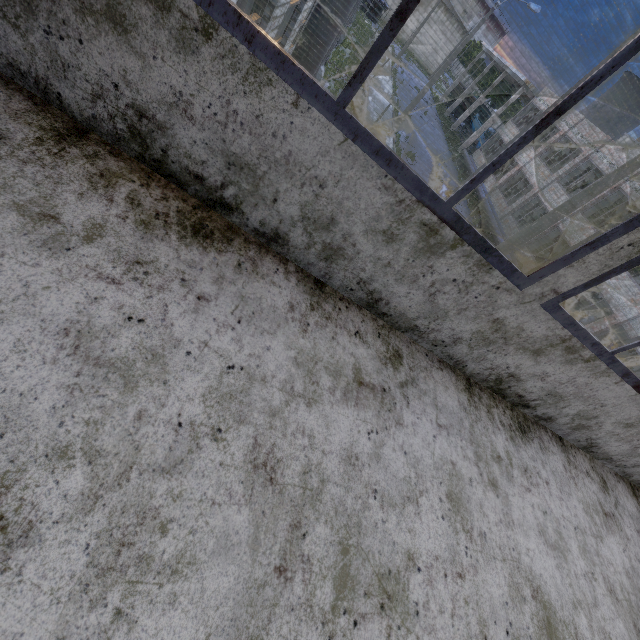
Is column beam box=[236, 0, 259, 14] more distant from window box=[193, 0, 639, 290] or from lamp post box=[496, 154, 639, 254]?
lamp post box=[496, 154, 639, 254]

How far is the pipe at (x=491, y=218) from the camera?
23.0 meters

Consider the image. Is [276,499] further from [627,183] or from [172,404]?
[627,183]

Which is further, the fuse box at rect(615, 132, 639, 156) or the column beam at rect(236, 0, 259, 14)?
the fuse box at rect(615, 132, 639, 156)

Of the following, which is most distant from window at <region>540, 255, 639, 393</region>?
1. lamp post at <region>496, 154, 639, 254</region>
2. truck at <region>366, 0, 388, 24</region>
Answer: truck at <region>366, 0, 388, 24</region>

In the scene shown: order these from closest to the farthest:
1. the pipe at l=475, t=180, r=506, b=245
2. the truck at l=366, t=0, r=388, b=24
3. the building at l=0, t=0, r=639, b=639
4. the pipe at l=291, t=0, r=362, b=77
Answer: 1. the building at l=0, t=0, r=639, b=639
2. the pipe at l=291, t=0, r=362, b=77
3. the pipe at l=475, t=180, r=506, b=245
4. the truck at l=366, t=0, r=388, b=24

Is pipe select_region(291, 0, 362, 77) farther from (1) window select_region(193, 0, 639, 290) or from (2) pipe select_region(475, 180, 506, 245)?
(2) pipe select_region(475, 180, 506, 245)

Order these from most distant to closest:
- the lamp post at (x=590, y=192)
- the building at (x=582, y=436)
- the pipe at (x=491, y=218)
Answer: the pipe at (x=491, y=218) < the lamp post at (x=590, y=192) < the building at (x=582, y=436)
